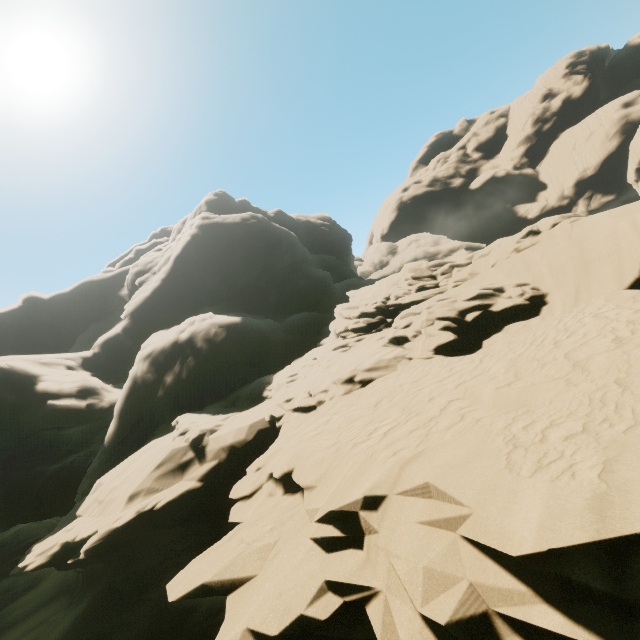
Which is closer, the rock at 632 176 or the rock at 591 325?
Answer: the rock at 591 325

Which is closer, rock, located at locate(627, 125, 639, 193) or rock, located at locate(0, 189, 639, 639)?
rock, located at locate(0, 189, 639, 639)

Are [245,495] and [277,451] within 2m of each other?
yes
